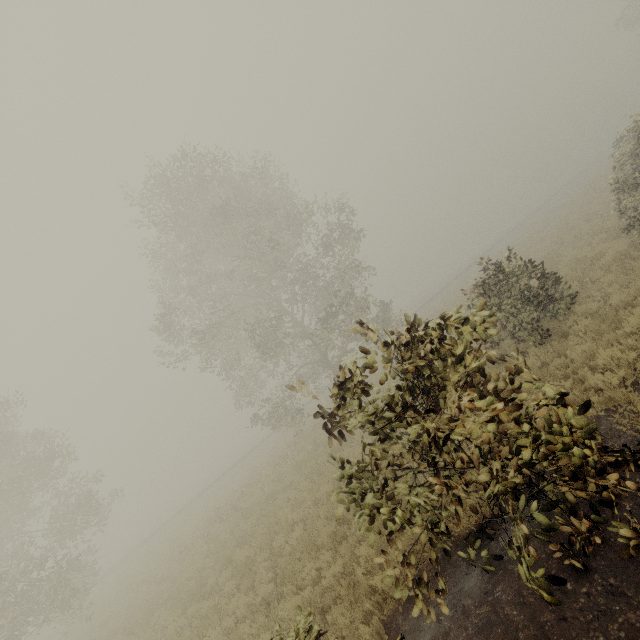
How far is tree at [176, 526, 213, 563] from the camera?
14.3 meters

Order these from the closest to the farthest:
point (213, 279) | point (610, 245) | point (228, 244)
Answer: point (610, 245)
point (213, 279)
point (228, 244)

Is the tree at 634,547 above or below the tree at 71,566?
below

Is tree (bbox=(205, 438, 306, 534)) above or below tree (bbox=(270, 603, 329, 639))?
below

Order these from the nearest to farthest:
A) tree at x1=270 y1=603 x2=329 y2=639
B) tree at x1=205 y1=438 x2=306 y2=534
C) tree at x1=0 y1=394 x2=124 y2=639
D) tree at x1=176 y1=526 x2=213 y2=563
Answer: tree at x1=270 y1=603 x2=329 y2=639 → tree at x1=0 y1=394 x2=124 y2=639 → tree at x1=176 y1=526 x2=213 y2=563 → tree at x1=205 y1=438 x2=306 y2=534

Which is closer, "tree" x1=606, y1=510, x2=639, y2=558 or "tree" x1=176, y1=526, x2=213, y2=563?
"tree" x1=606, y1=510, x2=639, y2=558
